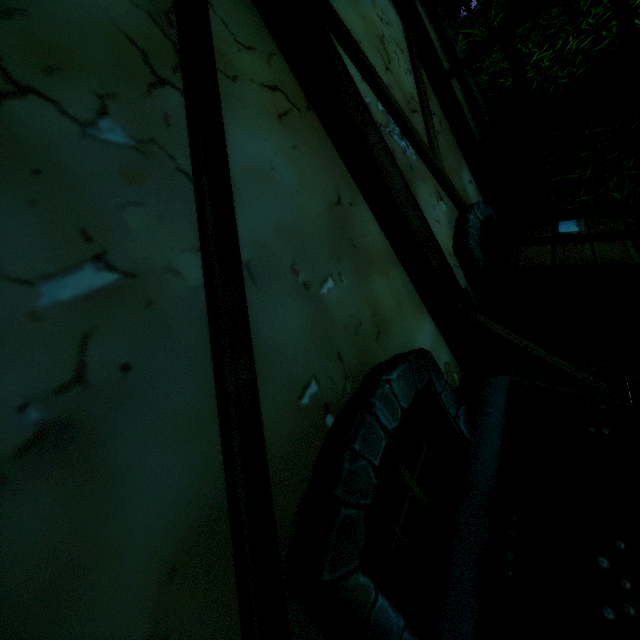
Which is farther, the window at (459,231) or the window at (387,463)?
the window at (459,231)

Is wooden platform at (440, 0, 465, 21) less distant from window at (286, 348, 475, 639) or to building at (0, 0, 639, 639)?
building at (0, 0, 639, 639)

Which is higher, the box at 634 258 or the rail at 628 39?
the rail at 628 39

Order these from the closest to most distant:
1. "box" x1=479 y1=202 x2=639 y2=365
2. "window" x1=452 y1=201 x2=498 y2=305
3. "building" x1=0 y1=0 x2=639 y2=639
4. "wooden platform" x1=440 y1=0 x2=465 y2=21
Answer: "building" x1=0 y1=0 x2=639 y2=639 < "box" x1=479 y1=202 x2=639 y2=365 < "window" x1=452 y1=201 x2=498 y2=305 < "wooden platform" x1=440 y1=0 x2=465 y2=21

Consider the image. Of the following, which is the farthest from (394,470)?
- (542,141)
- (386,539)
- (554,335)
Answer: (542,141)

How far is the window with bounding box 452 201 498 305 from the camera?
2.6m

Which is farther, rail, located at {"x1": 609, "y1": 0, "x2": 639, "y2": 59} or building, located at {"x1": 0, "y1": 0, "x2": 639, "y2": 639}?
rail, located at {"x1": 609, "y1": 0, "x2": 639, "y2": 59}

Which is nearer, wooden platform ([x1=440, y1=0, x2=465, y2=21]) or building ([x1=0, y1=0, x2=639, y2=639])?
building ([x1=0, y1=0, x2=639, y2=639])
